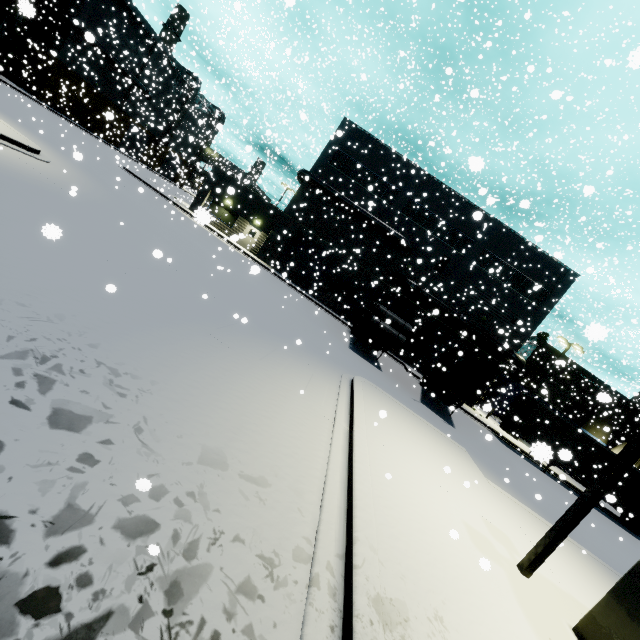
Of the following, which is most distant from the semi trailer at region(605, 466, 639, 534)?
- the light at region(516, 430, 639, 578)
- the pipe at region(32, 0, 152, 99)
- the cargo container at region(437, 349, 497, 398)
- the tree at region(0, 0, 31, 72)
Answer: the tree at region(0, 0, 31, 72)

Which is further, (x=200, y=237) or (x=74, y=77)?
(x=74, y=77)

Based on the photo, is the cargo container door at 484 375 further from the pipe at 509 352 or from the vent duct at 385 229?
the vent duct at 385 229

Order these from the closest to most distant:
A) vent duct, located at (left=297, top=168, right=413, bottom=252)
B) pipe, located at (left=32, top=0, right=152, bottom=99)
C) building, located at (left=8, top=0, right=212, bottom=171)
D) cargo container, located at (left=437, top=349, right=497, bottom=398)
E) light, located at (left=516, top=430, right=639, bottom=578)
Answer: light, located at (left=516, top=430, right=639, bottom=578), cargo container, located at (left=437, top=349, right=497, bottom=398), pipe, located at (left=32, top=0, right=152, bottom=99), vent duct, located at (left=297, top=168, right=413, bottom=252), building, located at (left=8, top=0, right=212, bottom=171)

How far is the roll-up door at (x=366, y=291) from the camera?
30.2m

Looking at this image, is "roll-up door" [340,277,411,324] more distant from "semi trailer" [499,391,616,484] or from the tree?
the tree

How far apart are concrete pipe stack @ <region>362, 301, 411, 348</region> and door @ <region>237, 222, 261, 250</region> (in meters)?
14.69

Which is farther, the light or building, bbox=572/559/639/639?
the light
